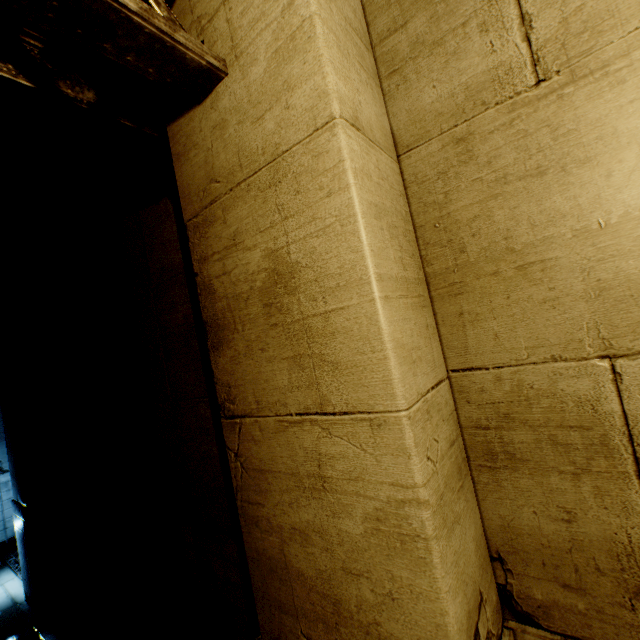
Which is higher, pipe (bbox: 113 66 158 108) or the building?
pipe (bbox: 113 66 158 108)

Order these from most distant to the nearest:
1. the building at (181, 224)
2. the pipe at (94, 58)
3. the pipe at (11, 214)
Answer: the pipe at (11, 214) < the pipe at (94, 58) < the building at (181, 224)

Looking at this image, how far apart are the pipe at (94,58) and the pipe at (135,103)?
0.1m

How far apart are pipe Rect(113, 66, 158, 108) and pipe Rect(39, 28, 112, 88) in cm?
9

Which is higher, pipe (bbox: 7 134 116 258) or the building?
pipe (bbox: 7 134 116 258)

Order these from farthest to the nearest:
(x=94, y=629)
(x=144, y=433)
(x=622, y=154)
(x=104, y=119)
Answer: (x=94, y=629) < (x=144, y=433) < (x=104, y=119) < (x=622, y=154)

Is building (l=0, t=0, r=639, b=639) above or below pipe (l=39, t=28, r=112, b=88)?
below

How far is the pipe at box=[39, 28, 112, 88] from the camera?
2.2m
